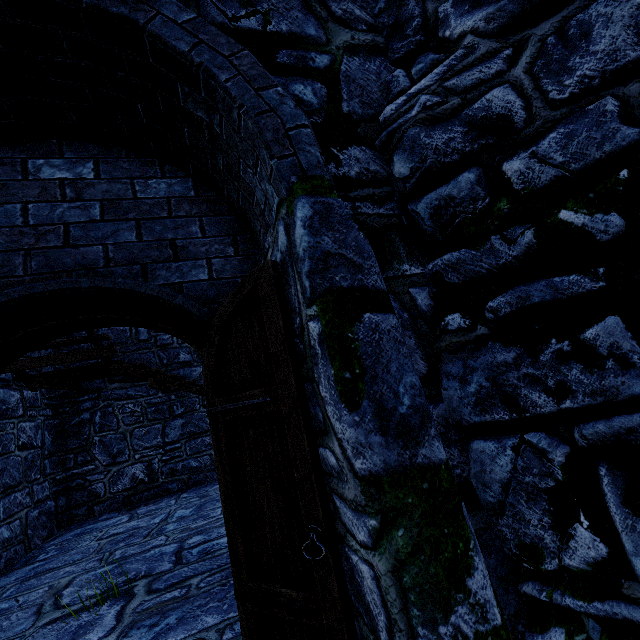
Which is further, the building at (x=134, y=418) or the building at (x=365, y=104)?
the building at (x=134, y=418)

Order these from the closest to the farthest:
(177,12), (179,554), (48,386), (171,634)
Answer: (177,12)
(171,634)
(179,554)
(48,386)

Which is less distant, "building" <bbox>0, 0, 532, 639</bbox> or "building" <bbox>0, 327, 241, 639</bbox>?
"building" <bbox>0, 0, 532, 639</bbox>
